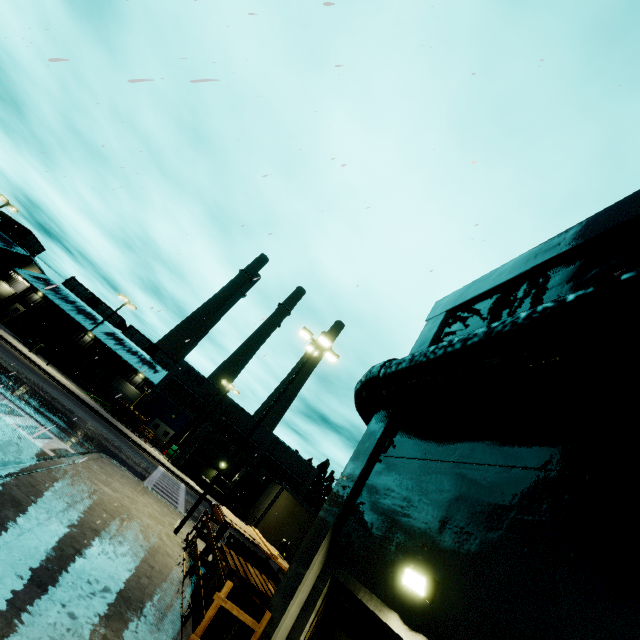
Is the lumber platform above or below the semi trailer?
below

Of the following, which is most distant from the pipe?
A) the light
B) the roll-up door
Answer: the roll-up door

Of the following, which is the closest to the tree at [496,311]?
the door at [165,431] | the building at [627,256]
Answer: the building at [627,256]

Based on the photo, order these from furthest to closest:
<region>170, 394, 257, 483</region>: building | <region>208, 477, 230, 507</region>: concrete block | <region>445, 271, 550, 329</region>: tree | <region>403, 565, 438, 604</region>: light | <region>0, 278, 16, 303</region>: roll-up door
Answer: <region>0, 278, 16, 303</region>: roll-up door → <region>170, 394, 257, 483</region>: building → <region>208, 477, 230, 507</region>: concrete block → <region>445, 271, 550, 329</region>: tree → <region>403, 565, 438, 604</region>: light

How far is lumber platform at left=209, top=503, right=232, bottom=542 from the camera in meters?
9.8 m

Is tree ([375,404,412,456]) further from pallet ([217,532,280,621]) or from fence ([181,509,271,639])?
pallet ([217,532,280,621])

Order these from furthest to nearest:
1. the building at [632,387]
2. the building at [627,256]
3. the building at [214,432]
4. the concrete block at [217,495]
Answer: the building at [214,432], the concrete block at [217,495], the building at [627,256], the building at [632,387]

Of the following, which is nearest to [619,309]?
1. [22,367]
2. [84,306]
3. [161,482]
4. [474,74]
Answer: [474,74]
